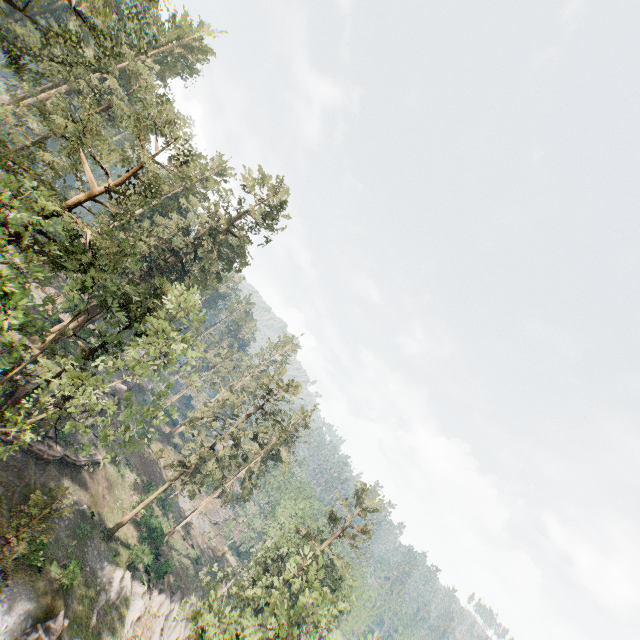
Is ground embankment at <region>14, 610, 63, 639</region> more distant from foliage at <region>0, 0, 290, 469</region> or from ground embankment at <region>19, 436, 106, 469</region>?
ground embankment at <region>19, 436, 106, 469</region>

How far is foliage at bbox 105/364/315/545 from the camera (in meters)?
32.59

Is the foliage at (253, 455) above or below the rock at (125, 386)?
above

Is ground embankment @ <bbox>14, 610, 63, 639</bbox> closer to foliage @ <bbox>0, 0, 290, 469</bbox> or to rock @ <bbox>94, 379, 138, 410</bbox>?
foliage @ <bbox>0, 0, 290, 469</bbox>

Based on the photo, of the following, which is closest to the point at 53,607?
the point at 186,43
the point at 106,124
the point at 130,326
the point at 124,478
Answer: the point at 124,478

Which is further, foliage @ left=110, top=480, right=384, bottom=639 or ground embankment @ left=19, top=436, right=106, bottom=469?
ground embankment @ left=19, top=436, right=106, bottom=469

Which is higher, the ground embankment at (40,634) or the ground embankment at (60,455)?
the ground embankment at (60,455)

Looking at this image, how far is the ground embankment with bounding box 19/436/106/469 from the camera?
28.3m
